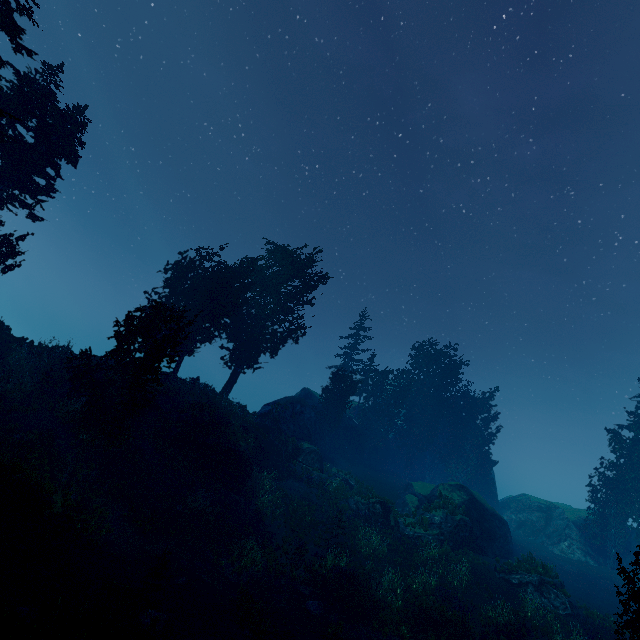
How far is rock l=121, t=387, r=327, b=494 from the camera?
22.00m

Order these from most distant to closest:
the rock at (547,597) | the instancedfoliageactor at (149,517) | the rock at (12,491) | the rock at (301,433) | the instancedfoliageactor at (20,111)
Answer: the rock at (301,433), the instancedfoliageactor at (20,111), the rock at (547,597), the instancedfoliageactor at (149,517), the rock at (12,491)

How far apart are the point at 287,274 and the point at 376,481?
24.8m

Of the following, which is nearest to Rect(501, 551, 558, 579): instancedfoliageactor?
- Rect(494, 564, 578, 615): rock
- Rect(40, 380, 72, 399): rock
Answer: Rect(40, 380, 72, 399): rock

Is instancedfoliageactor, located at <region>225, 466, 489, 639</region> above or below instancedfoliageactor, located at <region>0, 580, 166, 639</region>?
above

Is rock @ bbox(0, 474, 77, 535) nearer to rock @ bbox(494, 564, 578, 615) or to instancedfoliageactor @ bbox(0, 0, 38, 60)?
instancedfoliageactor @ bbox(0, 0, 38, 60)

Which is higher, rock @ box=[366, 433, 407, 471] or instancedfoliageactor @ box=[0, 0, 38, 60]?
instancedfoliageactor @ box=[0, 0, 38, 60]

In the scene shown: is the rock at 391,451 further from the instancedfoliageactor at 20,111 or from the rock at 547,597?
the rock at 547,597
